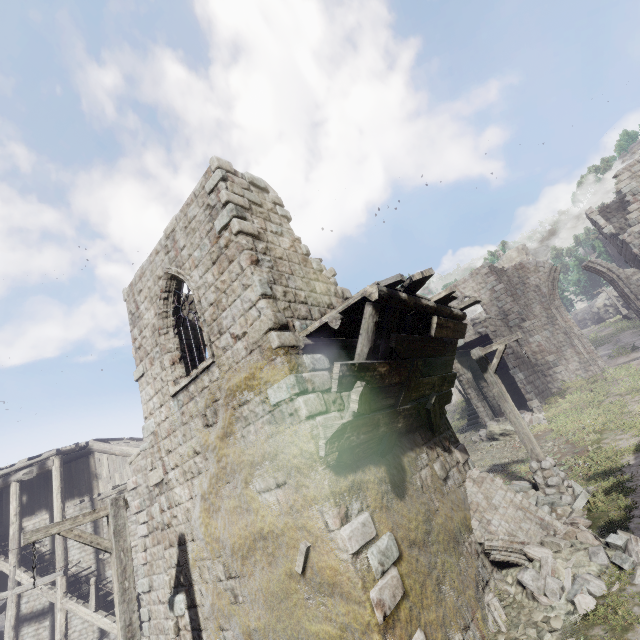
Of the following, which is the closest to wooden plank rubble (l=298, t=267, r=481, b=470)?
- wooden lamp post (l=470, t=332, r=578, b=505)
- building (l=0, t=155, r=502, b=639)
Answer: building (l=0, t=155, r=502, b=639)

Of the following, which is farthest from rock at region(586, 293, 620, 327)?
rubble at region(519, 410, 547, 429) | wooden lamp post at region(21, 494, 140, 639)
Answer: wooden lamp post at region(21, 494, 140, 639)

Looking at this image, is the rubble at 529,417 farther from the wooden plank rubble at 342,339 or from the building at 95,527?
the wooden plank rubble at 342,339

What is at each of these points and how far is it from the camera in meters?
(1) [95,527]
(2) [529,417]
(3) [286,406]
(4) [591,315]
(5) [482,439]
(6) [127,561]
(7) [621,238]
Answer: (1) building, 17.0
(2) rubble, 17.6
(3) building, 5.7
(4) rock, 58.4
(5) rubble, 19.0
(6) wooden lamp post, 5.9
(7) building, 21.3

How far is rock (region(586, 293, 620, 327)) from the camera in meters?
49.5 m

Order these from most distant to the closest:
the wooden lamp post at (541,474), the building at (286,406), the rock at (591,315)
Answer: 1. the rock at (591,315)
2. the wooden lamp post at (541,474)
3. the building at (286,406)

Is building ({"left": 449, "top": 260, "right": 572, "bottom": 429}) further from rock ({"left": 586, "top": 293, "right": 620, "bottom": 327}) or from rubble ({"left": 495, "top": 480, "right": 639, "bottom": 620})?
rock ({"left": 586, "top": 293, "right": 620, "bottom": 327})

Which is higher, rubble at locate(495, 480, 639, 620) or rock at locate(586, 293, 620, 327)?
rock at locate(586, 293, 620, 327)
